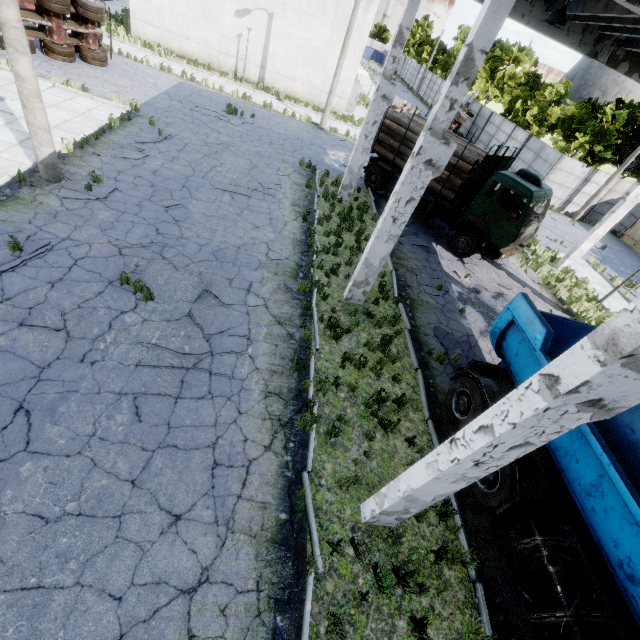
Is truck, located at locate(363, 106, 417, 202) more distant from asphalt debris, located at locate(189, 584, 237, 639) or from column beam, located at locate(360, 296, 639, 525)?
asphalt debris, located at locate(189, 584, 237, 639)

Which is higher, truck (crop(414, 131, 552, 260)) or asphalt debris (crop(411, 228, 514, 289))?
truck (crop(414, 131, 552, 260))

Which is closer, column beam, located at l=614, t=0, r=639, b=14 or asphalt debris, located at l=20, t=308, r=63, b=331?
column beam, located at l=614, t=0, r=639, b=14

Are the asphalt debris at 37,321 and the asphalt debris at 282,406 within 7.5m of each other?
yes

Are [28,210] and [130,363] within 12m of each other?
yes

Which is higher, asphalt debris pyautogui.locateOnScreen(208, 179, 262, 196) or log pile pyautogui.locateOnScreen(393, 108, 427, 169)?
log pile pyautogui.locateOnScreen(393, 108, 427, 169)

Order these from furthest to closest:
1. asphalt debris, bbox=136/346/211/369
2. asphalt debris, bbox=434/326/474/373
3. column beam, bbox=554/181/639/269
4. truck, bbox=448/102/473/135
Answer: truck, bbox=448/102/473/135
column beam, bbox=554/181/639/269
asphalt debris, bbox=434/326/474/373
asphalt debris, bbox=136/346/211/369

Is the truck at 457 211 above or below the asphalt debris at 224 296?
above
